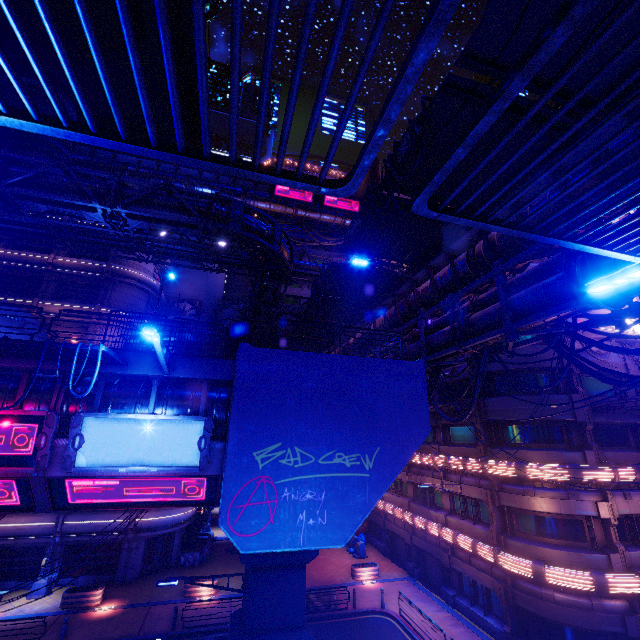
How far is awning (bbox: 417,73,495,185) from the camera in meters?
8.1 m

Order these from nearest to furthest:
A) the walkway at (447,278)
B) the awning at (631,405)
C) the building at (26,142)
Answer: the walkway at (447,278)
the awning at (631,405)
the building at (26,142)

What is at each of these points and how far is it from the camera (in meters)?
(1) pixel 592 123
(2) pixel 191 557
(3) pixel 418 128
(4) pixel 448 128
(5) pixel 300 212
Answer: (1) walkway, 8.59
(2) fence, 27.39
(3) awning, 9.26
(4) awning, 9.29
(5) walkway, 50.53

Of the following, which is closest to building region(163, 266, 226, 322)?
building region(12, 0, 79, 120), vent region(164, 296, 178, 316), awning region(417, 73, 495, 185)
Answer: vent region(164, 296, 178, 316)

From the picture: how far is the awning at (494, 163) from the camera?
8.7m

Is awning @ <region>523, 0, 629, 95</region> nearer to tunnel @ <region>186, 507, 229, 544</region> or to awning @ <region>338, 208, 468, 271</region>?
awning @ <region>338, 208, 468, 271</region>

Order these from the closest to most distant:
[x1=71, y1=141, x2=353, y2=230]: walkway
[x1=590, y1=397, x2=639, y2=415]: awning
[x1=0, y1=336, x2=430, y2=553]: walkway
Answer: [x1=0, y1=336, x2=430, y2=553]: walkway
[x1=590, y1=397, x2=639, y2=415]: awning
[x1=71, y1=141, x2=353, y2=230]: walkway
